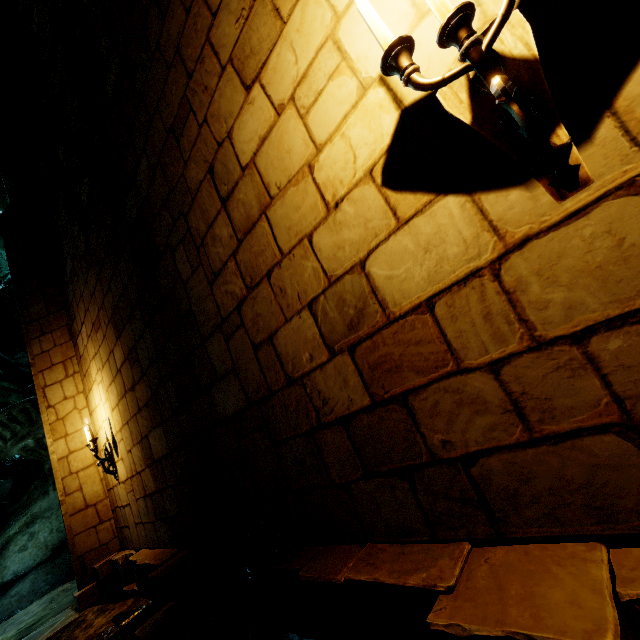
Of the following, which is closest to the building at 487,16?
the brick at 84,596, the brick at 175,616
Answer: the brick at 84,596

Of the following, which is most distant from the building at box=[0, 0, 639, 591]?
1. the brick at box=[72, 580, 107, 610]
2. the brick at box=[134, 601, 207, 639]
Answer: the brick at box=[134, 601, 207, 639]

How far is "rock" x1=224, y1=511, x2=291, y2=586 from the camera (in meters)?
2.26

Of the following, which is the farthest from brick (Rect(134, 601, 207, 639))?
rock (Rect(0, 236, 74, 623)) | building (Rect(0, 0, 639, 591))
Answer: rock (Rect(0, 236, 74, 623))

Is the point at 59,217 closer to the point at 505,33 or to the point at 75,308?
the point at 75,308

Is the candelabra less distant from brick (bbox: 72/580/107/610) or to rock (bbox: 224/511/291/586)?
rock (bbox: 224/511/291/586)

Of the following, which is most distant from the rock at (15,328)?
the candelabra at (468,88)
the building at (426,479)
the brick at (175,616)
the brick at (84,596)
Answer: the brick at (84,596)

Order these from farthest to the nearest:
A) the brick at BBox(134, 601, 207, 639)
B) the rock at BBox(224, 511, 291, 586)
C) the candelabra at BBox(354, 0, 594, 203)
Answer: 1. the brick at BBox(134, 601, 207, 639)
2. the rock at BBox(224, 511, 291, 586)
3. the candelabra at BBox(354, 0, 594, 203)
